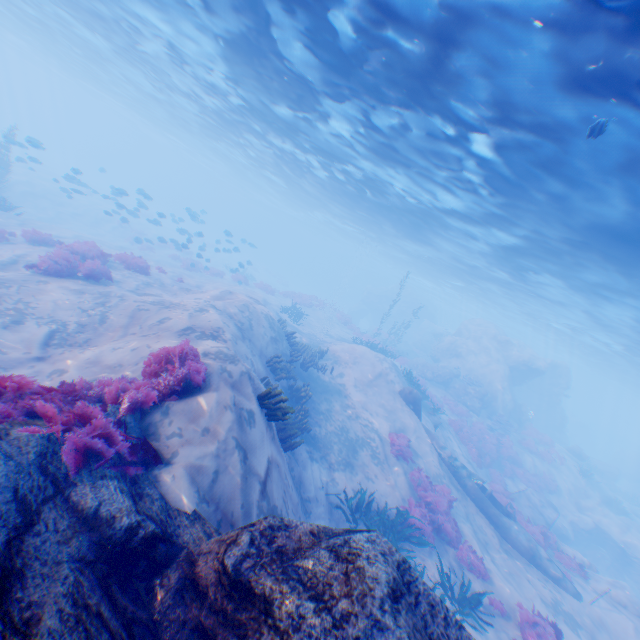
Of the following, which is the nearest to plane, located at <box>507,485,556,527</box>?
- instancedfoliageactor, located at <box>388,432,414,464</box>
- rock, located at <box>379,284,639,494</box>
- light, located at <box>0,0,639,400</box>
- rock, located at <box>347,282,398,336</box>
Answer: rock, located at <box>379,284,639,494</box>

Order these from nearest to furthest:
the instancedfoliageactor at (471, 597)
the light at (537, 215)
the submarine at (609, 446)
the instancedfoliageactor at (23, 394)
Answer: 1. the instancedfoliageactor at (23, 394)
2. the light at (537, 215)
3. the instancedfoliageactor at (471, 597)
4. the submarine at (609, 446)

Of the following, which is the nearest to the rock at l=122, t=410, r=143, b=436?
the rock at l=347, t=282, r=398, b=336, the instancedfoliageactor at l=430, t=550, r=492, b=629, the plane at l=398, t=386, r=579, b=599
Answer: the plane at l=398, t=386, r=579, b=599

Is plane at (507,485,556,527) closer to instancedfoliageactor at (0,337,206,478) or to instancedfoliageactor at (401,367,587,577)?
instancedfoliageactor at (401,367,587,577)

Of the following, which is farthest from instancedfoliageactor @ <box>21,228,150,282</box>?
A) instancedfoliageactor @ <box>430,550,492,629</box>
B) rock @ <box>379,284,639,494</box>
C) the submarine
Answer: the submarine

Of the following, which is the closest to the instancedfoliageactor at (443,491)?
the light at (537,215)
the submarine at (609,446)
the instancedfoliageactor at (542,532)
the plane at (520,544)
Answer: the plane at (520,544)

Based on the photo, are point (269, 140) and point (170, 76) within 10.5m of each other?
yes

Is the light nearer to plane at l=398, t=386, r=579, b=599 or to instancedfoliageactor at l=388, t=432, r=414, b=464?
instancedfoliageactor at l=388, t=432, r=414, b=464
